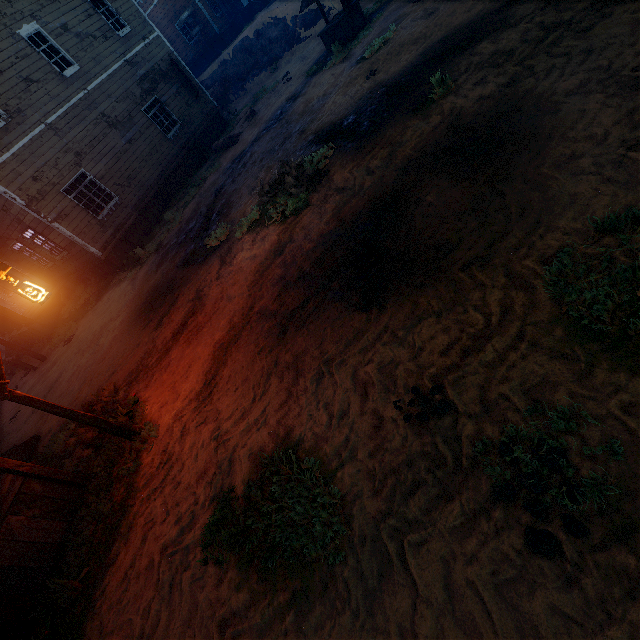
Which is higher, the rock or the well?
the rock

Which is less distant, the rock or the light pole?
the light pole

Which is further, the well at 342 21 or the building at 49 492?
the well at 342 21

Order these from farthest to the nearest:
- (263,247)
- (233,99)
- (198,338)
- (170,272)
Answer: (233,99), (170,272), (263,247), (198,338)

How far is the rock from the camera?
23.1m

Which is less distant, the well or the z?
the z

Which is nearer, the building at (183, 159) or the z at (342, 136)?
the z at (342, 136)

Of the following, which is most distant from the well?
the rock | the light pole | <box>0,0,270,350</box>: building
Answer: the light pole
